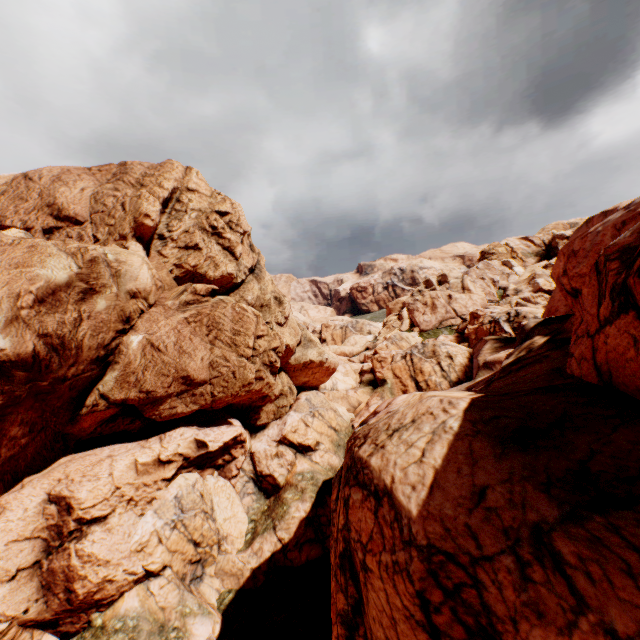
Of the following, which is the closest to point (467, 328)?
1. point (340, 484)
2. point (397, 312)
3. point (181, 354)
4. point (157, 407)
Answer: point (397, 312)
